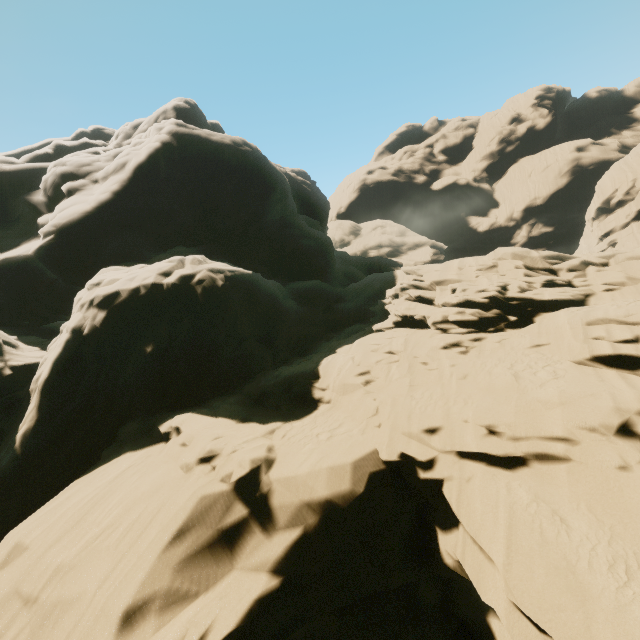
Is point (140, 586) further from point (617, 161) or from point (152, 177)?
point (617, 161)
